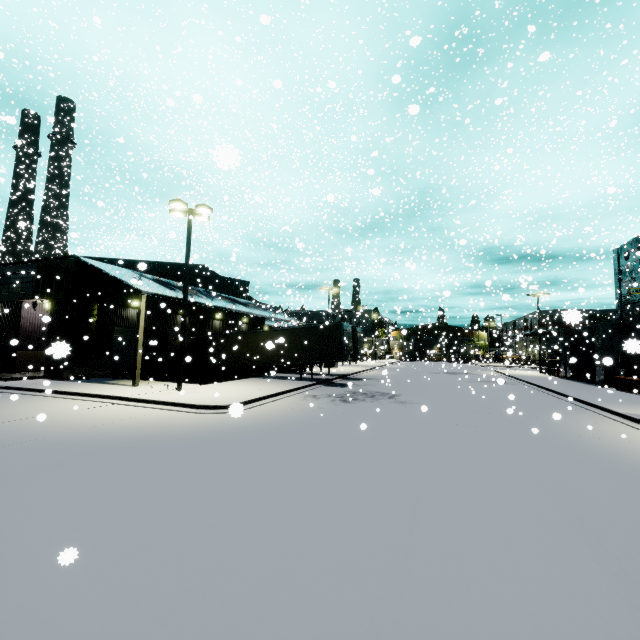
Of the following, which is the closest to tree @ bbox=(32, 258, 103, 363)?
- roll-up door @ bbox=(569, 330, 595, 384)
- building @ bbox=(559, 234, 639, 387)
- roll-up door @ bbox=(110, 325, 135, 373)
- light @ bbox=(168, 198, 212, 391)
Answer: building @ bbox=(559, 234, 639, 387)

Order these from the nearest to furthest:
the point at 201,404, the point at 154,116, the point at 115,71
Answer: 1. the point at 154,116
2. the point at 201,404
3. the point at 115,71

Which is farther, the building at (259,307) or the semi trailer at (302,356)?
the building at (259,307)

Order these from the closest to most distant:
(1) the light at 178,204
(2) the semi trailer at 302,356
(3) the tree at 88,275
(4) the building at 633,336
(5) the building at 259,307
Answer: (4) the building at 633,336
(1) the light at 178,204
(3) the tree at 88,275
(2) the semi trailer at 302,356
(5) the building at 259,307

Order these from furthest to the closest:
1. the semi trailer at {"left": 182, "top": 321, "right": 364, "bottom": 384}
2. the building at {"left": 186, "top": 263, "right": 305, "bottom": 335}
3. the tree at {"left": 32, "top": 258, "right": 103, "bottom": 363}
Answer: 1. the building at {"left": 186, "top": 263, "right": 305, "bottom": 335}
2. the semi trailer at {"left": 182, "top": 321, "right": 364, "bottom": 384}
3. the tree at {"left": 32, "top": 258, "right": 103, "bottom": 363}

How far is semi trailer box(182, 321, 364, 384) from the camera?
22.7 meters

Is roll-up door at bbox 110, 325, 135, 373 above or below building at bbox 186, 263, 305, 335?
below

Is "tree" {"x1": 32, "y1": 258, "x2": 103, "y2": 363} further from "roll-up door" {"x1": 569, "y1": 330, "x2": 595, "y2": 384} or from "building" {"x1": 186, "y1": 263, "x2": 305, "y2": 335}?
"roll-up door" {"x1": 569, "y1": 330, "x2": 595, "y2": 384}
